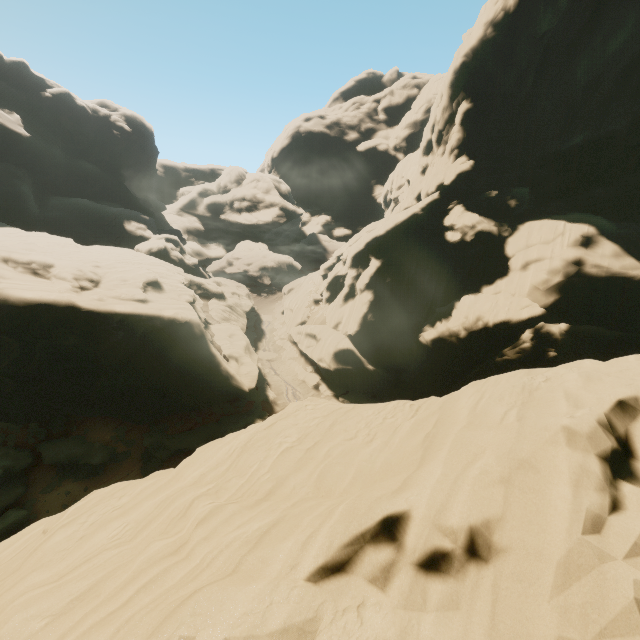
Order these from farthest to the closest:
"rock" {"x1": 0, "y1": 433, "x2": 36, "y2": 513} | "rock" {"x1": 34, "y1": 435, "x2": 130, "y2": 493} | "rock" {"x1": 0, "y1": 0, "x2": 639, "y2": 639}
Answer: "rock" {"x1": 34, "y1": 435, "x2": 130, "y2": 493}
"rock" {"x1": 0, "y1": 433, "x2": 36, "y2": 513}
"rock" {"x1": 0, "y1": 0, "x2": 639, "y2": 639}

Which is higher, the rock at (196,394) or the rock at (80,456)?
the rock at (196,394)

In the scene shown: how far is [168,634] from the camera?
4.6 meters

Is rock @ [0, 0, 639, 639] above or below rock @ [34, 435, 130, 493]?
above

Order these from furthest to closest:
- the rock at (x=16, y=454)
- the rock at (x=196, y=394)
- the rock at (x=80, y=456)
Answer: the rock at (x=80, y=456) → the rock at (x=16, y=454) → the rock at (x=196, y=394)

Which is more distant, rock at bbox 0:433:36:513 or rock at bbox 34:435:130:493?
rock at bbox 34:435:130:493

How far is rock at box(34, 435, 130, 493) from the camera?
23.5 meters
